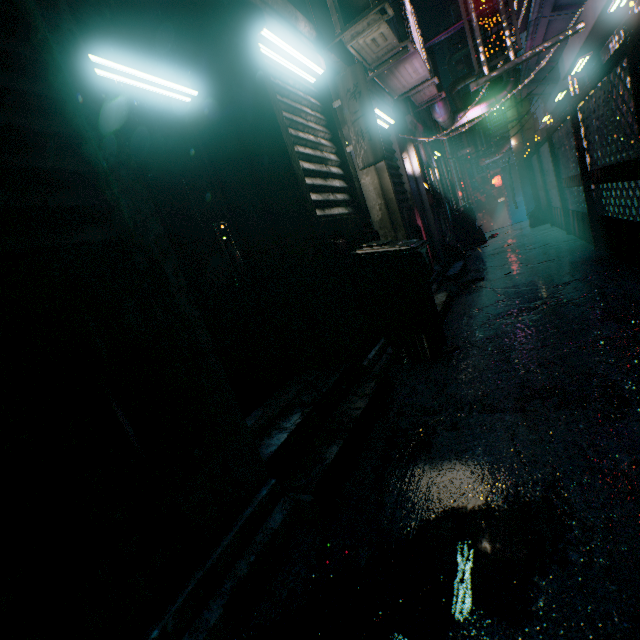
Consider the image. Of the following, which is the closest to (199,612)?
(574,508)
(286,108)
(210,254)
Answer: (574,508)

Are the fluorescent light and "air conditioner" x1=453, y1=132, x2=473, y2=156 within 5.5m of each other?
no

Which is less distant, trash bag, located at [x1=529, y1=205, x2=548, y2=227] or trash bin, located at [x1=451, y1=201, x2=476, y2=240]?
trash bag, located at [x1=529, y1=205, x2=548, y2=227]

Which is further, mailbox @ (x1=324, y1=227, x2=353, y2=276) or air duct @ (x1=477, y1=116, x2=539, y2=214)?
air duct @ (x1=477, y1=116, x2=539, y2=214)

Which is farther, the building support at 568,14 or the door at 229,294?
the building support at 568,14

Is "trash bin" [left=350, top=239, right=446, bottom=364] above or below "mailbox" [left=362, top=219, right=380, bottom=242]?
below

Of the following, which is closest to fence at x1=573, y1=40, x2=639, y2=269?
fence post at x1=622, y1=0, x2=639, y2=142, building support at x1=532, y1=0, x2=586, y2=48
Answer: fence post at x1=622, y1=0, x2=639, y2=142

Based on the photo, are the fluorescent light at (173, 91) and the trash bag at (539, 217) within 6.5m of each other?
no
